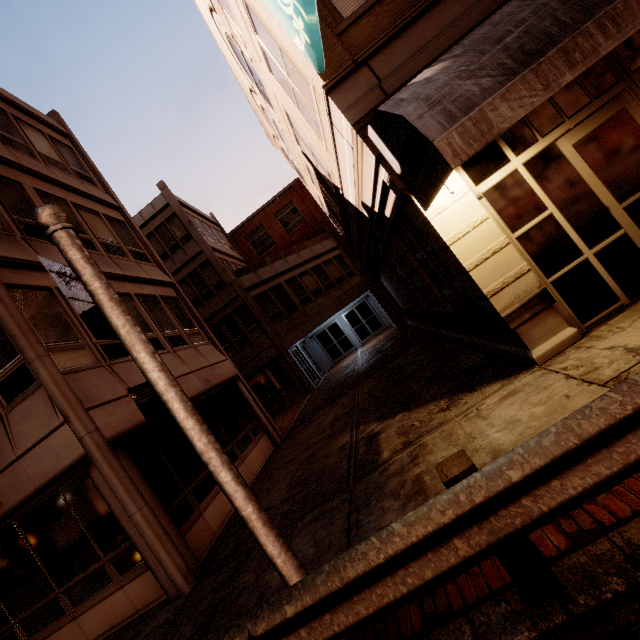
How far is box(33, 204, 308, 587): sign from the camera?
2.7m

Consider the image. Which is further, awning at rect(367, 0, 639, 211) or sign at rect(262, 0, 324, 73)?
sign at rect(262, 0, 324, 73)

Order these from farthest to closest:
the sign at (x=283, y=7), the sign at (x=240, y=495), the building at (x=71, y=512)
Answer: the building at (x=71, y=512)
the sign at (x=283, y=7)
the sign at (x=240, y=495)

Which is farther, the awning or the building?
the building

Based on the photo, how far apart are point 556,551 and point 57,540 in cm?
849

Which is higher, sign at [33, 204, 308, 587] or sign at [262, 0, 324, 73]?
sign at [262, 0, 324, 73]

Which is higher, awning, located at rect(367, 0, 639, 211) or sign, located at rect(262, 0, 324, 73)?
sign, located at rect(262, 0, 324, 73)

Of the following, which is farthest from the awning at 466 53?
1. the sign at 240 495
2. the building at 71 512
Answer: the sign at 240 495
